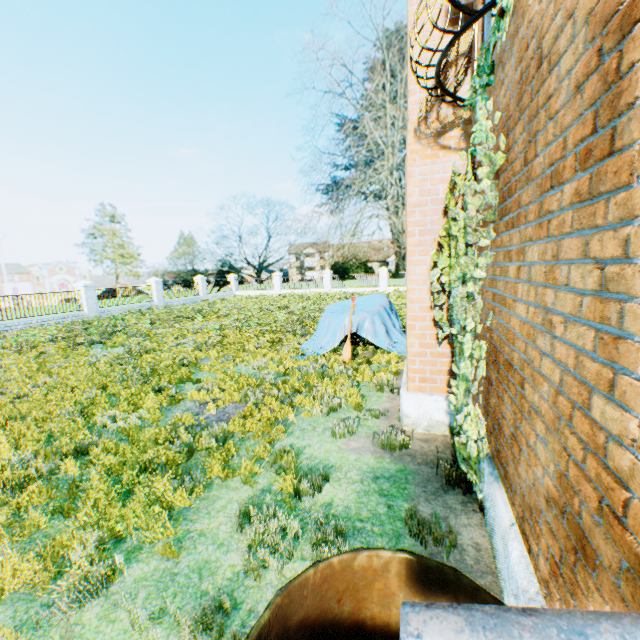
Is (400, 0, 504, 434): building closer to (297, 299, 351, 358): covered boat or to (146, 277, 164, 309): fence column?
(297, 299, 351, 358): covered boat

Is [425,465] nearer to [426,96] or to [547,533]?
[547,533]

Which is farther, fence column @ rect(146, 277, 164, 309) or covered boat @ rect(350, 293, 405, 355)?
fence column @ rect(146, 277, 164, 309)

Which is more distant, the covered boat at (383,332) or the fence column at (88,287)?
the fence column at (88,287)

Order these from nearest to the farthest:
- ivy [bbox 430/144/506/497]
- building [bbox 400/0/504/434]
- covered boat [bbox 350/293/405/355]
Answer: ivy [bbox 430/144/506/497] → building [bbox 400/0/504/434] → covered boat [bbox 350/293/405/355]

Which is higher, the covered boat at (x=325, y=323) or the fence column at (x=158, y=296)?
the fence column at (x=158, y=296)

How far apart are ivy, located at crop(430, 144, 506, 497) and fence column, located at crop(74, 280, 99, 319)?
22.4 meters

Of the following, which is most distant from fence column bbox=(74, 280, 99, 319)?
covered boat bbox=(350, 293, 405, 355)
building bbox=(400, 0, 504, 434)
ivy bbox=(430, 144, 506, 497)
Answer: ivy bbox=(430, 144, 506, 497)
